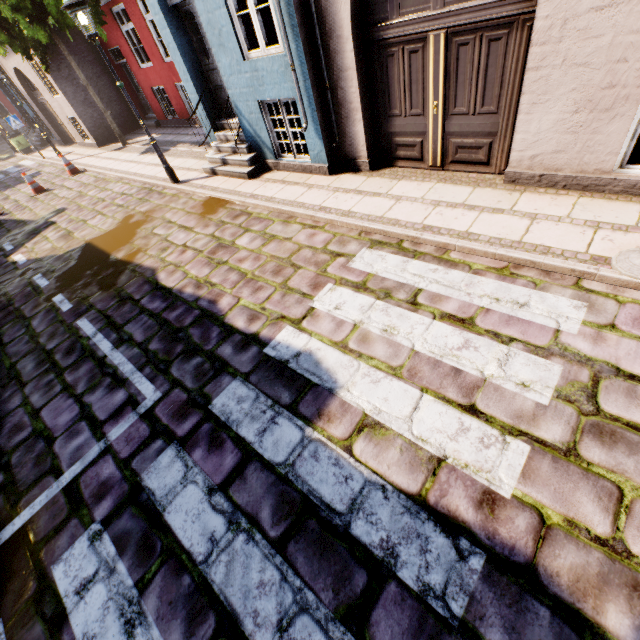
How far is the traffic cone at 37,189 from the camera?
11.6m

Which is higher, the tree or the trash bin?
the tree

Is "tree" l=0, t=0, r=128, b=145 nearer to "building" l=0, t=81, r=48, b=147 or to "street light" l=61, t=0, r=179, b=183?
"building" l=0, t=81, r=48, b=147

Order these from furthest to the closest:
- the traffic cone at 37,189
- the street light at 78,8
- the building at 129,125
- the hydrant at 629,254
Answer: the building at 129,125, the traffic cone at 37,189, the street light at 78,8, the hydrant at 629,254

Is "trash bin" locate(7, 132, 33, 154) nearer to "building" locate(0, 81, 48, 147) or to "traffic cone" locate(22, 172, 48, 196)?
"building" locate(0, 81, 48, 147)

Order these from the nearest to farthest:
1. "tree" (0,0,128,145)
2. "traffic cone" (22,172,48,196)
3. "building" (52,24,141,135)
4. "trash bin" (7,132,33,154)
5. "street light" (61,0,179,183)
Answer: "street light" (61,0,179,183), "tree" (0,0,128,145), "traffic cone" (22,172,48,196), "building" (52,24,141,135), "trash bin" (7,132,33,154)

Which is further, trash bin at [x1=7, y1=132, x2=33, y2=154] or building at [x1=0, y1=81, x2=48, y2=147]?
building at [x1=0, y1=81, x2=48, y2=147]

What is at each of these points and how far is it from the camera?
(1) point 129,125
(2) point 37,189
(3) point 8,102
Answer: (1) building, 15.26m
(2) traffic cone, 11.82m
(3) building, 26.94m
